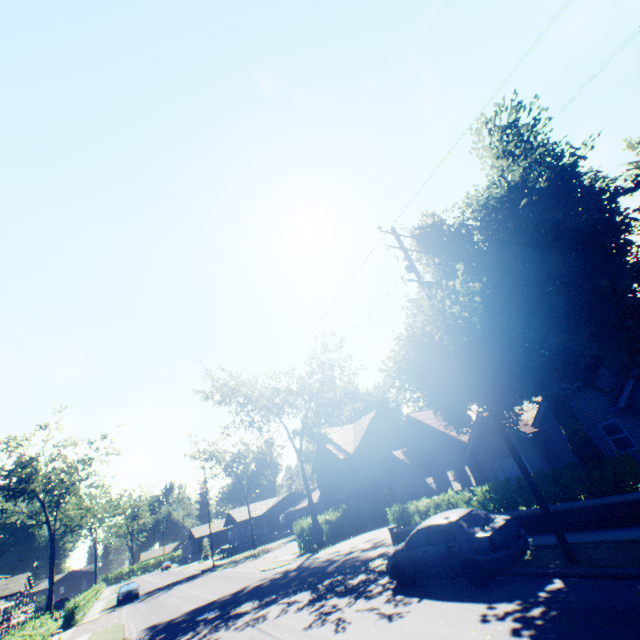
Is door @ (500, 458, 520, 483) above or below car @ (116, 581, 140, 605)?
above

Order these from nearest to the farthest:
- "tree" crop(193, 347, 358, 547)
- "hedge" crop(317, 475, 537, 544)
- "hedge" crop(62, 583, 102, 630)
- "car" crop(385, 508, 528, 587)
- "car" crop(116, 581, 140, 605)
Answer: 1. "car" crop(385, 508, 528, 587)
2. "hedge" crop(317, 475, 537, 544)
3. "hedge" crop(62, 583, 102, 630)
4. "tree" crop(193, 347, 358, 547)
5. "car" crop(116, 581, 140, 605)

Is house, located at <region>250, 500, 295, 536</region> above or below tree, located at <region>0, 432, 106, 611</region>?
below

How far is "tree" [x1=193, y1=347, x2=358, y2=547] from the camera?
29.31m

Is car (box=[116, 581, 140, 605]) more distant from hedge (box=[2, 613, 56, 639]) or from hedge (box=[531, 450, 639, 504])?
hedge (box=[531, 450, 639, 504])

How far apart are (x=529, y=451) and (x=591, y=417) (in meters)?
3.95

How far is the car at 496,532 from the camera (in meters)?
8.64

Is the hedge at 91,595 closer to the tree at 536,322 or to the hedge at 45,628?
the tree at 536,322
